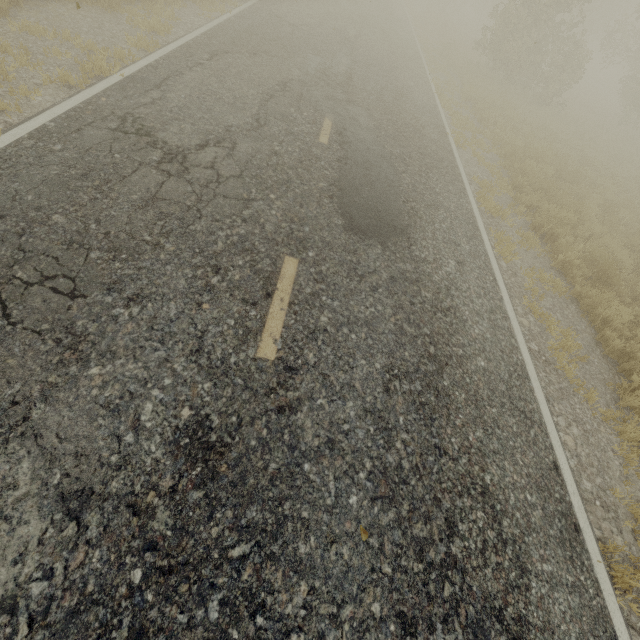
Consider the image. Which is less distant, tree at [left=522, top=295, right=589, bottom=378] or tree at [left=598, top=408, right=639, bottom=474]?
tree at [left=598, top=408, right=639, bottom=474]

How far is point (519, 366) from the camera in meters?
4.4

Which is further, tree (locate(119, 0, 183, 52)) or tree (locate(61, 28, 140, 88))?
tree (locate(119, 0, 183, 52))

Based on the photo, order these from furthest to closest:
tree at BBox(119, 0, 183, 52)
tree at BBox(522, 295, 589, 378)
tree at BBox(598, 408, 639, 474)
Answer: tree at BBox(119, 0, 183, 52)
tree at BBox(522, 295, 589, 378)
tree at BBox(598, 408, 639, 474)

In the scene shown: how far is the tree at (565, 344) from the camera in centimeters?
499cm

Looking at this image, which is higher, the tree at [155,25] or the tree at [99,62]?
the tree at [99,62]

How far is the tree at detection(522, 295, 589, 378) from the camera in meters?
5.0 m
